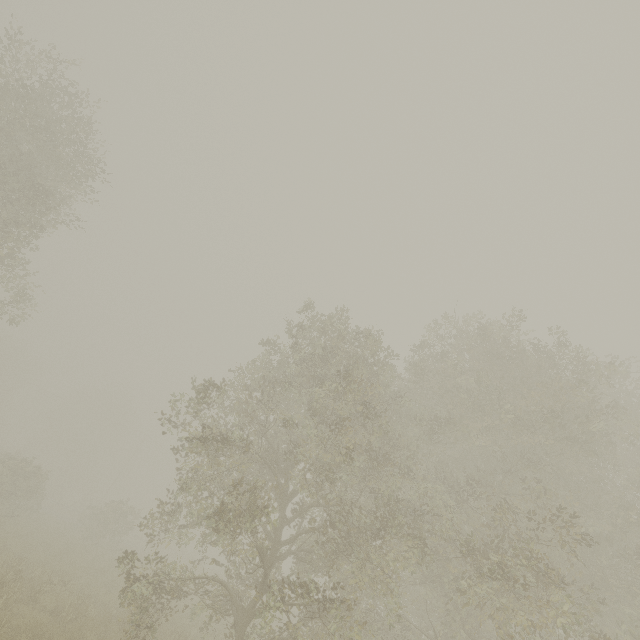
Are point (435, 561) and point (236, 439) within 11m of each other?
yes
